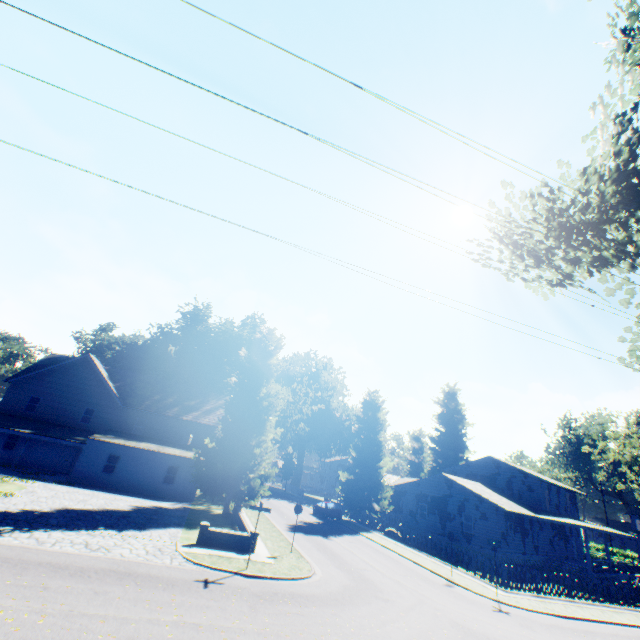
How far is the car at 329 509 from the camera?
35.03m

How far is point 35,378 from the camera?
32.3m

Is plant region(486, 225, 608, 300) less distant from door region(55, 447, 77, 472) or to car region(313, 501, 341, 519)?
car region(313, 501, 341, 519)

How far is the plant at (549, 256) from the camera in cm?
824

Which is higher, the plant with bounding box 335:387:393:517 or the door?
the plant with bounding box 335:387:393:517

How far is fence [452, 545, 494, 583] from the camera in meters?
20.3

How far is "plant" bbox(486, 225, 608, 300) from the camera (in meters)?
8.24

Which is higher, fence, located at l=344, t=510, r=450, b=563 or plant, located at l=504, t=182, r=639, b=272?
plant, located at l=504, t=182, r=639, b=272
